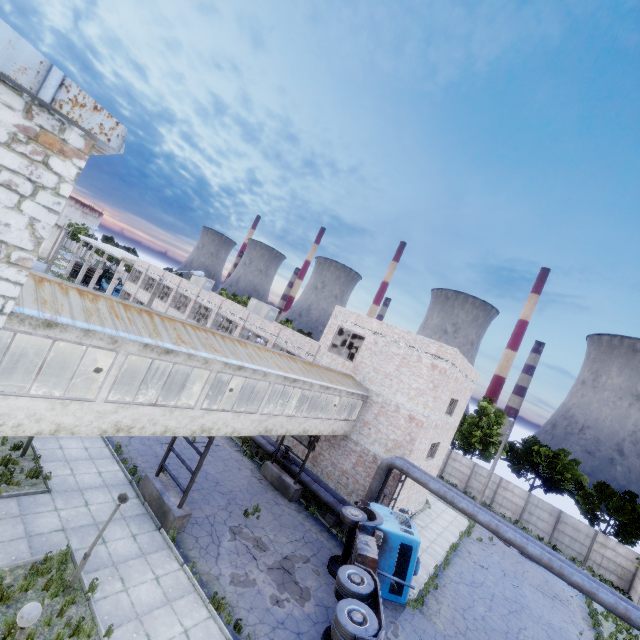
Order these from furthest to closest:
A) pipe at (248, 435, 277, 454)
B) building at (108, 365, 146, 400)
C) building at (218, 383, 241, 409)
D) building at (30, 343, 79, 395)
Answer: pipe at (248, 435, 277, 454) < building at (218, 383, 241, 409) < building at (108, 365, 146, 400) < building at (30, 343, 79, 395)

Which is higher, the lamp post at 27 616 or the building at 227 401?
the building at 227 401

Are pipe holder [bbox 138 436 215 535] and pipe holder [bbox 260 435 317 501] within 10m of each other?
yes

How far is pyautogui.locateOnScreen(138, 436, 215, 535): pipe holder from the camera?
12.91m

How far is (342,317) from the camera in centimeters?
2469cm

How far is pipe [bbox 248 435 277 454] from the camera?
22.3m

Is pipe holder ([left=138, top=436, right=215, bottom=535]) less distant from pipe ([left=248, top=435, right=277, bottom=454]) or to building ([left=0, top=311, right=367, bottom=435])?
building ([left=0, top=311, right=367, bottom=435])

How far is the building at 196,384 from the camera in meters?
13.8 m
